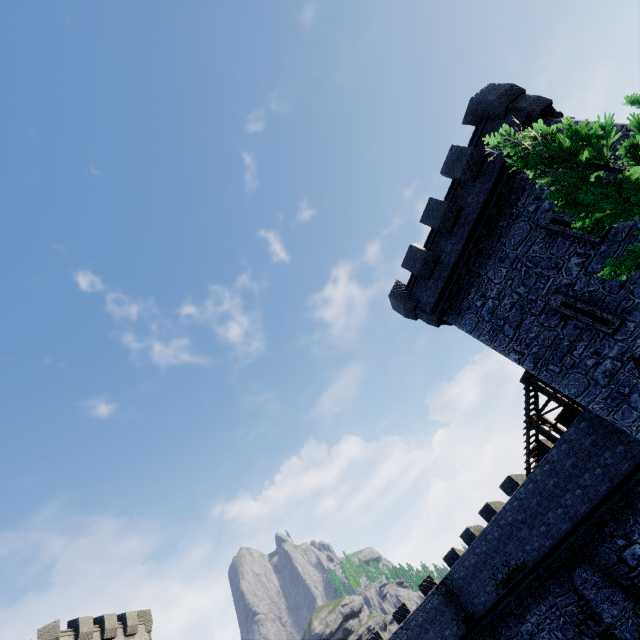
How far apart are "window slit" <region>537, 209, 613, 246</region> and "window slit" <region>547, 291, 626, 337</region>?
1.85m

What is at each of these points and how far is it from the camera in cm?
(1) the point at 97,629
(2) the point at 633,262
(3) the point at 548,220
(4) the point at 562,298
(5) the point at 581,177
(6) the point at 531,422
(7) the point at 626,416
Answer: (1) building, 2853
(2) tree, 582
(3) window slit, 1341
(4) window slit, 1315
(5) tree, 586
(6) stairs, 1797
(7) building, 1188

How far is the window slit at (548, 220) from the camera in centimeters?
1220cm

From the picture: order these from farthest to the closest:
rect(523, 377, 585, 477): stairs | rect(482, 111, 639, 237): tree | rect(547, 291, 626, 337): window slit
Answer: rect(523, 377, 585, 477): stairs < rect(547, 291, 626, 337): window slit < rect(482, 111, 639, 237): tree

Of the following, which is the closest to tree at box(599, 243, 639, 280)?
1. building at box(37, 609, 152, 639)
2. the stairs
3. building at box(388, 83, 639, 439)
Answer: building at box(388, 83, 639, 439)

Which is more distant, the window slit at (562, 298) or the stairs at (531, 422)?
the stairs at (531, 422)

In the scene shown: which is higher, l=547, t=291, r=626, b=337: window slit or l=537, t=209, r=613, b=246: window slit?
l=537, t=209, r=613, b=246: window slit

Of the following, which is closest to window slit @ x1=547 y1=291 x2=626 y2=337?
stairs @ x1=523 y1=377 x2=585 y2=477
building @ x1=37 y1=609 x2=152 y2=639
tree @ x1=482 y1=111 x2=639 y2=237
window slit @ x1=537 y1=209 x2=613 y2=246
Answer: window slit @ x1=537 y1=209 x2=613 y2=246
